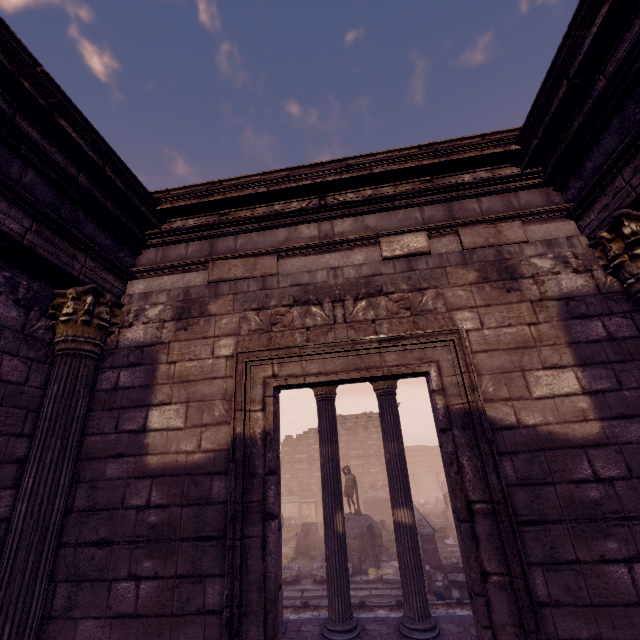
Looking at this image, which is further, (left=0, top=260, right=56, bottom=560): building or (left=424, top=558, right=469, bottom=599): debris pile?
(left=424, top=558, right=469, bottom=599): debris pile

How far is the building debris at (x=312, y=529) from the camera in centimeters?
1723cm

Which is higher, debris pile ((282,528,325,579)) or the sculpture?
the sculpture

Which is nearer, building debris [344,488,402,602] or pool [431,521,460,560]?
building debris [344,488,402,602]

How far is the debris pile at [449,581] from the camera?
11.0m

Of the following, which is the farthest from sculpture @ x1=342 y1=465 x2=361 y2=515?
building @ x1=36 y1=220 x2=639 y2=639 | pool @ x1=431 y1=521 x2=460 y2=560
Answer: building @ x1=36 y1=220 x2=639 y2=639

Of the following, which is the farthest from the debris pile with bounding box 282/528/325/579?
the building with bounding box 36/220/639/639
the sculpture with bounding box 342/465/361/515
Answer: the building with bounding box 36/220/639/639

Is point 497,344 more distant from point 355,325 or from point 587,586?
point 587,586
